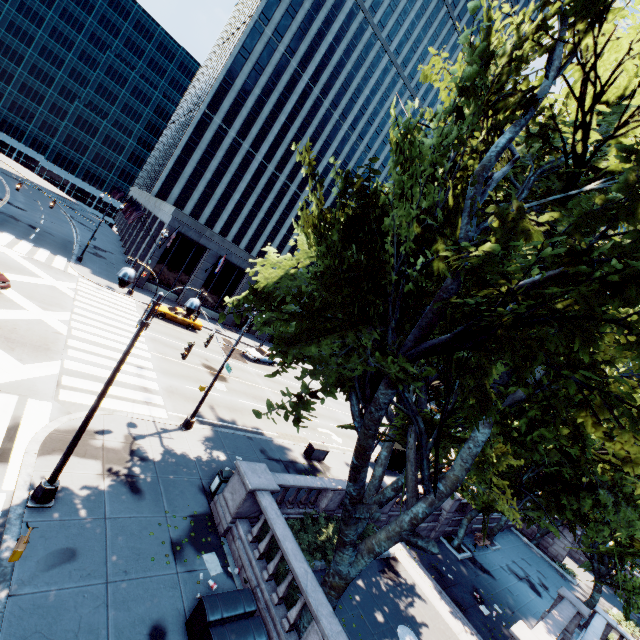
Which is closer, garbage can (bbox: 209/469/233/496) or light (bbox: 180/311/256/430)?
garbage can (bbox: 209/469/233/496)

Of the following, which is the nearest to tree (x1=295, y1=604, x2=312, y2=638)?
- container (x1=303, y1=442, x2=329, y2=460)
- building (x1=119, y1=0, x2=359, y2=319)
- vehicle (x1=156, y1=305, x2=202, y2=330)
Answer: container (x1=303, y1=442, x2=329, y2=460)

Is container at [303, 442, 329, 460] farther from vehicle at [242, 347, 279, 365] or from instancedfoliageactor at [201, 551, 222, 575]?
vehicle at [242, 347, 279, 365]

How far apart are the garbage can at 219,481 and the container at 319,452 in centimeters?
793cm

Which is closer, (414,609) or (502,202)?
(502,202)

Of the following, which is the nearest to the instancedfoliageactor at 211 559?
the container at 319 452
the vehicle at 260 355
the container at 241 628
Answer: the container at 241 628

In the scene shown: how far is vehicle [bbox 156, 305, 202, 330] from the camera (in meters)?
30.58

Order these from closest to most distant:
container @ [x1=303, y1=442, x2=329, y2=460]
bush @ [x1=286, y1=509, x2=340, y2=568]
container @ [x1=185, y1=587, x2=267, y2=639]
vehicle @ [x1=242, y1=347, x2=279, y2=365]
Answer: container @ [x1=185, y1=587, x2=267, y2=639]
bush @ [x1=286, y1=509, x2=340, y2=568]
container @ [x1=303, y1=442, x2=329, y2=460]
vehicle @ [x1=242, y1=347, x2=279, y2=365]
